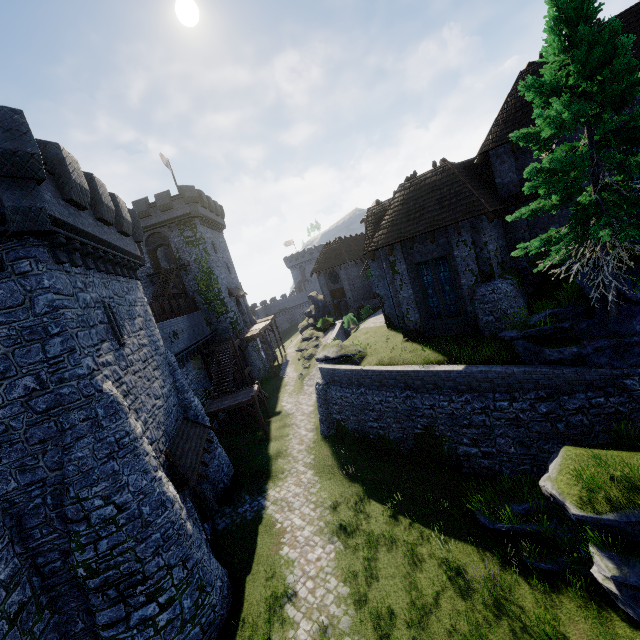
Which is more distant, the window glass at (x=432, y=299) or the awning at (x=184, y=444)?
the window glass at (x=432, y=299)

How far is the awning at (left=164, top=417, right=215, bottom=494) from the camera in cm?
1263

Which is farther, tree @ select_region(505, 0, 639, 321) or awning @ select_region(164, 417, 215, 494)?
awning @ select_region(164, 417, 215, 494)

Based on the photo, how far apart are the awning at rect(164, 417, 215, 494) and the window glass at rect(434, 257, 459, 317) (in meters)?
14.40

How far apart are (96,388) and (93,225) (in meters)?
6.82

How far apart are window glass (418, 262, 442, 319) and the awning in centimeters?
1388cm

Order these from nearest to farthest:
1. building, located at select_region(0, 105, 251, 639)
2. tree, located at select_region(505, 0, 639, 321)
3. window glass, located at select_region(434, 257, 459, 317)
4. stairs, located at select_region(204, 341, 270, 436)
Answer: tree, located at select_region(505, 0, 639, 321) < building, located at select_region(0, 105, 251, 639) < window glass, located at select_region(434, 257, 459, 317) < stairs, located at select_region(204, 341, 270, 436)

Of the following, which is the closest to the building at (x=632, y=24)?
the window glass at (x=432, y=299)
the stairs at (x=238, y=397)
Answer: the window glass at (x=432, y=299)
